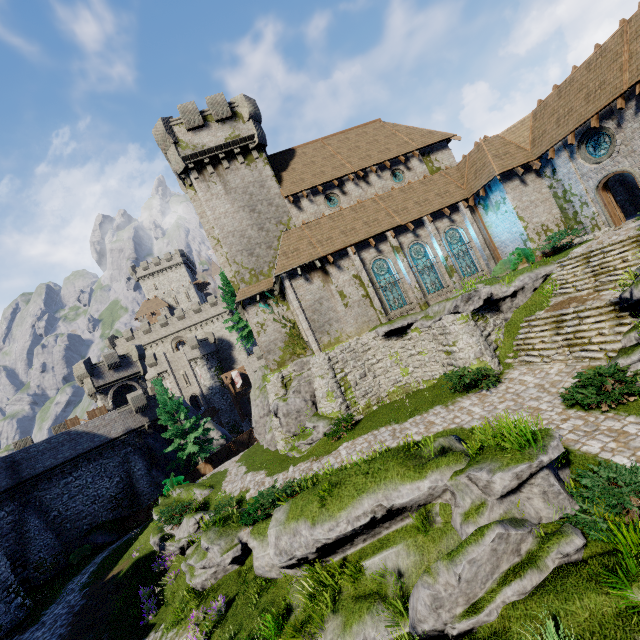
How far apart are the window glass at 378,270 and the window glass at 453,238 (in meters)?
4.51

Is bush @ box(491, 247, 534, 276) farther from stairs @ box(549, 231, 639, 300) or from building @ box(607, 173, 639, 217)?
stairs @ box(549, 231, 639, 300)

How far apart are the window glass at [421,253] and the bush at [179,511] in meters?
19.5

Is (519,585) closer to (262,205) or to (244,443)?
(262,205)

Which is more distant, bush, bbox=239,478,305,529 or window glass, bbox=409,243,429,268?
window glass, bbox=409,243,429,268

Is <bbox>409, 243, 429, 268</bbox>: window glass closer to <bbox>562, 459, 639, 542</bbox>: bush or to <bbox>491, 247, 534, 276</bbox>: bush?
<bbox>491, 247, 534, 276</bbox>: bush

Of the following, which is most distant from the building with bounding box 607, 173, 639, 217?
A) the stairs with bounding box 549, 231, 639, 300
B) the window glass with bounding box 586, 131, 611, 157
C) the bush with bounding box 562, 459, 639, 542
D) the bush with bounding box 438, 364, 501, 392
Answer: the bush with bounding box 562, 459, 639, 542

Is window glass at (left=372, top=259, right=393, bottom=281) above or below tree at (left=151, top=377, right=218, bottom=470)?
above
